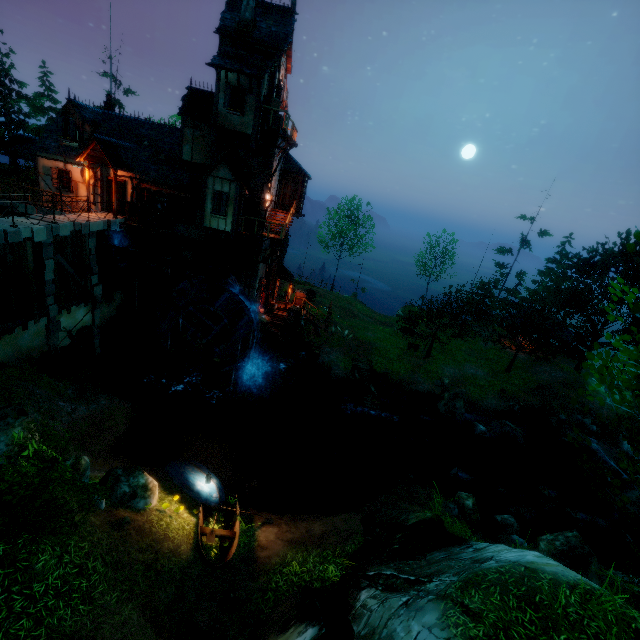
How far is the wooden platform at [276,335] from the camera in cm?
2303

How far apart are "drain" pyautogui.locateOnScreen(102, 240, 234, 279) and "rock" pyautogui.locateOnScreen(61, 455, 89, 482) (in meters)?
11.50

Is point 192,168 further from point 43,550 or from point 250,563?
point 250,563

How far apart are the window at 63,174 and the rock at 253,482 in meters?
20.8 m

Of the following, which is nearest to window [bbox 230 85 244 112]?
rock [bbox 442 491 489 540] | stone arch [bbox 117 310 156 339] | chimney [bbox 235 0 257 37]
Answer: chimney [bbox 235 0 257 37]

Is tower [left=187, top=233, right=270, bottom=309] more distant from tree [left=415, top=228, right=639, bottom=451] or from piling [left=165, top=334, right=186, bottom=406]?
tree [left=415, top=228, right=639, bottom=451]

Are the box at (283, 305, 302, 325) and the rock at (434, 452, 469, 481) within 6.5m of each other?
no

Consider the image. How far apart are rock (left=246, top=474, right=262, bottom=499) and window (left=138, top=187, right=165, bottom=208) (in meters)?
15.74
